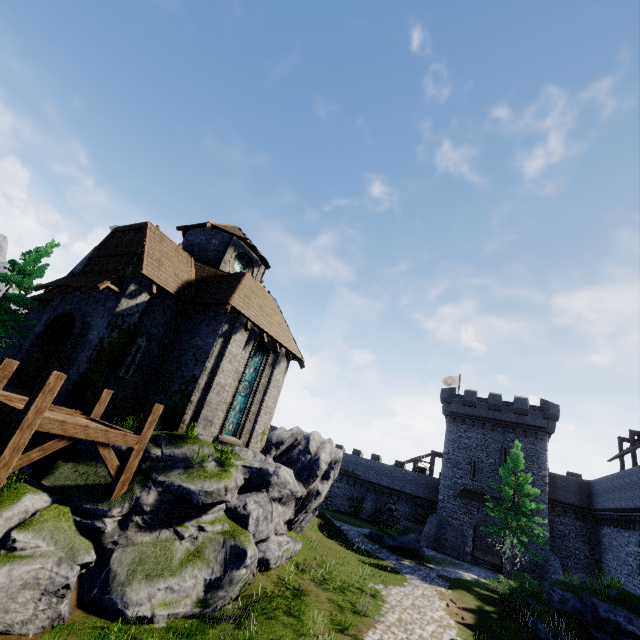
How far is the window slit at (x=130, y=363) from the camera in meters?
13.7

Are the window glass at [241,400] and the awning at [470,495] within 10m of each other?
no

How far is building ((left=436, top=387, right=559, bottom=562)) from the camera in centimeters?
3278cm

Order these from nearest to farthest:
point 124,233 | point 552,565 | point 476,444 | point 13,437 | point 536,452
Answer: point 13,437 → point 124,233 → point 552,565 → point 536,452 → point 476,444

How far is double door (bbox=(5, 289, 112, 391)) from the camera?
13.23m

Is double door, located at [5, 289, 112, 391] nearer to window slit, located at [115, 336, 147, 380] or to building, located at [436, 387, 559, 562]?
window slit, located at [115, 336, 147, 380]

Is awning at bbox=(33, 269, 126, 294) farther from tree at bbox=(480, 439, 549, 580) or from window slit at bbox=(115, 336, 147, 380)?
tree at bbox=(480, 439, 549, 580)

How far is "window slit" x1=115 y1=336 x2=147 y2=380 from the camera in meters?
13.7 m
